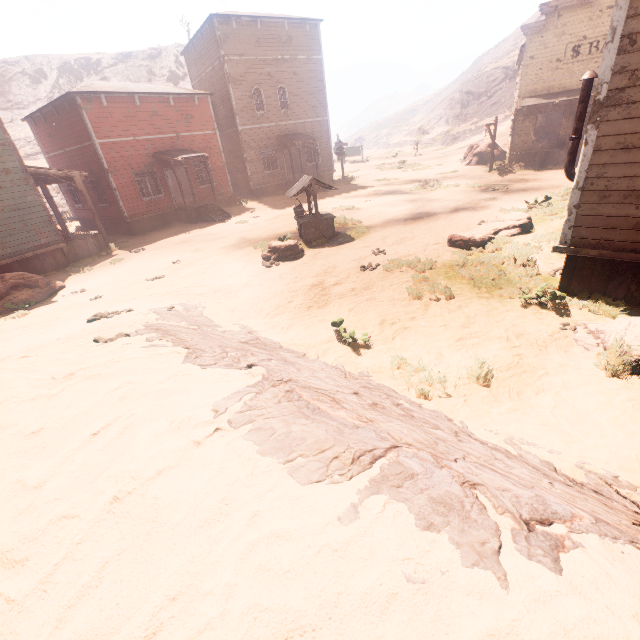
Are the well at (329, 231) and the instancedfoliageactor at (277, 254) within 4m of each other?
yes

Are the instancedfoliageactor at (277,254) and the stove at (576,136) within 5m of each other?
no

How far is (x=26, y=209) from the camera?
13.4 meters

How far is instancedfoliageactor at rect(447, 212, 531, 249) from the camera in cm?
962

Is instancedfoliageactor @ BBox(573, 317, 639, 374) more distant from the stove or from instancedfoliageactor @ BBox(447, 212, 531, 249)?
instancedfoliageactor @ BBox(447, 212, 531, 249)

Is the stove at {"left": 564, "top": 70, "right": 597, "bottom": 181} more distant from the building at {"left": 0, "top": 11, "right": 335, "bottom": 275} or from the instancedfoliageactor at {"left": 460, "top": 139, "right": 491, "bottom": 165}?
the instancedfoliageactor at {"left": 460, "top": 139, "right": 491, "bottom": 165}

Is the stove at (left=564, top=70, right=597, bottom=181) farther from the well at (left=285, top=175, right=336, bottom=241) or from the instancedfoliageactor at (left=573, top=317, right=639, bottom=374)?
the well at (left=285, top=175, right=336, bottom=241)

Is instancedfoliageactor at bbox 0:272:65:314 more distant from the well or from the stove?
the stove
